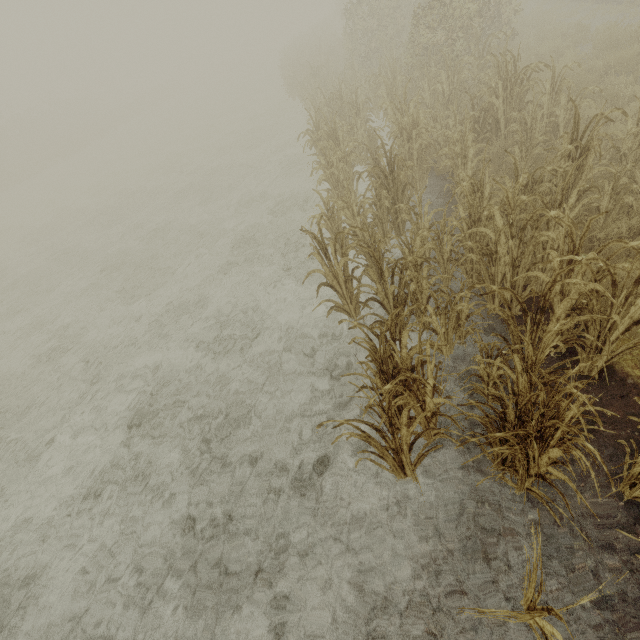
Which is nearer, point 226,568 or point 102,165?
point 226,568

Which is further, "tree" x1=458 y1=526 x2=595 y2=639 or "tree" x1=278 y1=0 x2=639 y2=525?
"tree" x1=278 y1=0 x2=639 y2=525

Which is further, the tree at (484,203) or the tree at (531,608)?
the tree at (484,203)
